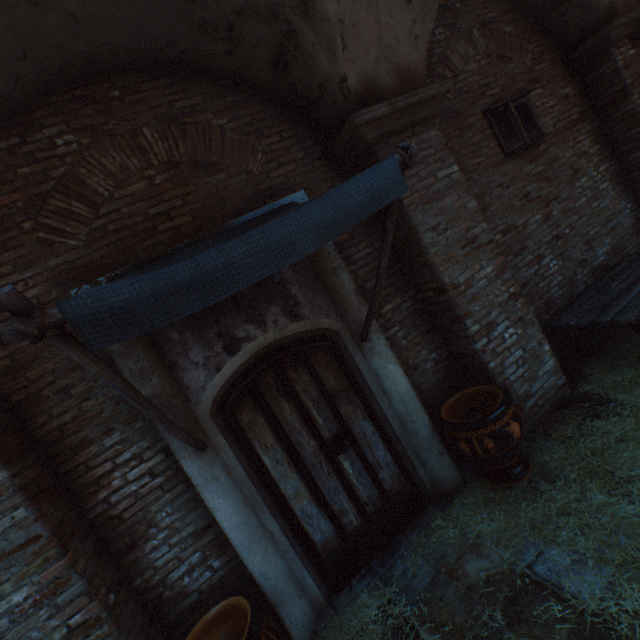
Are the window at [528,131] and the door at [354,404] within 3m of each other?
no

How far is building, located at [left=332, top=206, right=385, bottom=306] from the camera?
3.8m

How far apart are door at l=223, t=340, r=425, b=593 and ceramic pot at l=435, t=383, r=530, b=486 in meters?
0.6

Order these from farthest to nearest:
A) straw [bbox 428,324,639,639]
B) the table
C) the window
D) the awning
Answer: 1. the window
2. the table
3. straw [bbox 428,324,639,639]
4. the awning

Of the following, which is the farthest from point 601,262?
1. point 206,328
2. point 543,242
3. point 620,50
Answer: point 206,328

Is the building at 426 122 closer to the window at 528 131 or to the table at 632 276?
the table at 632 276

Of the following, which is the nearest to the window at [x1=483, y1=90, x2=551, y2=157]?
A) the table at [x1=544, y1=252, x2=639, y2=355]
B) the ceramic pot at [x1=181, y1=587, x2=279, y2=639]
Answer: the table at [x1=544, y1=252, x2=639, y2=355]

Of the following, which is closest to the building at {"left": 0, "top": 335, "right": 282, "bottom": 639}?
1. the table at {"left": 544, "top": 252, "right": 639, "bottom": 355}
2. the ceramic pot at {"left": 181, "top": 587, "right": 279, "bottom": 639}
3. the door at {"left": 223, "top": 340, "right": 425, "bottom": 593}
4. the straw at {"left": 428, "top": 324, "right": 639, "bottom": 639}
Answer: the straw at {"left": 428, "top": 324, "right": 639, "bottom": 639}
